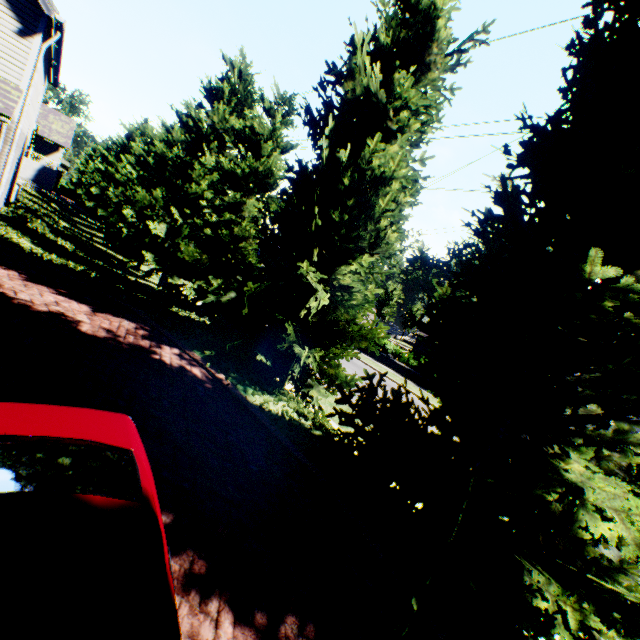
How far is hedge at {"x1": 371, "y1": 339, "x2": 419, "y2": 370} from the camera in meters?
25.4

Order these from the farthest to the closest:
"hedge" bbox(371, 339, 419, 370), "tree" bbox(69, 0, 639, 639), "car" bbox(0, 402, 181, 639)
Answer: "hedge" bbox(371, 339, 419, 370) → "tree" bbox(69, 0, 639, 639) → "car" bbox(0, 402, 181, 639)

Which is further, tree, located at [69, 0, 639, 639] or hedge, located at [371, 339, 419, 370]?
hedge, located at [371, 339, 419, 370]

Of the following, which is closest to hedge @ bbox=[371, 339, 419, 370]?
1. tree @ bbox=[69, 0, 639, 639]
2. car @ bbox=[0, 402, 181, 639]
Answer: tree @ bbox=[69, 0, 639, 639]

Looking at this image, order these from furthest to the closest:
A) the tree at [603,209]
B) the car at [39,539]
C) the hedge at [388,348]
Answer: the hedge at [388,348] → the tree at [603,209] → the car at [39,539]

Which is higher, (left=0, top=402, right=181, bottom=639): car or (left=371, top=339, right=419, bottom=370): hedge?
(left=0, top=402, right=181, bottom=639): car

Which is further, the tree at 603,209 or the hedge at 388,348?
the hedge at 388,348

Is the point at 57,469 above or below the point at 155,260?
above
